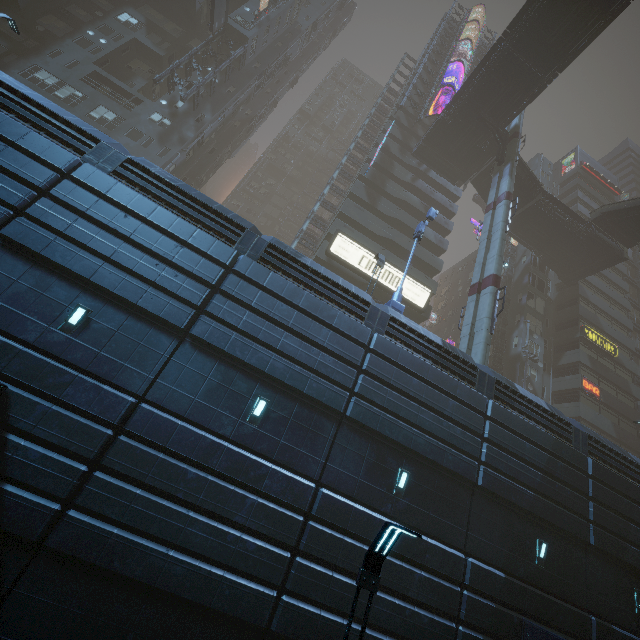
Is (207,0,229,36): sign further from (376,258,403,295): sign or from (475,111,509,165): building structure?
(475,111,509,165): building structure

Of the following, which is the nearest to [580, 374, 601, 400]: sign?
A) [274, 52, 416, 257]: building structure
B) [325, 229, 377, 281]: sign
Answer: [325, 229, 377, 281]: sign

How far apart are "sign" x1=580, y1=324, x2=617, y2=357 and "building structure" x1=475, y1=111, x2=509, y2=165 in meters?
19.4

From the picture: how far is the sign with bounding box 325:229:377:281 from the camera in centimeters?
2788cm

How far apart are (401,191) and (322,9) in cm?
3411

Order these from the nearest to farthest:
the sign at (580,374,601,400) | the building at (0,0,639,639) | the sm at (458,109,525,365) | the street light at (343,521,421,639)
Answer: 1. the street light at (343,521,421,639)
2. the building at (0,0,639,639)
3. the sm at (458,109,525,365)
4. the sign at (580,374,601,400)

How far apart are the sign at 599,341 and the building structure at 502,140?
19.39m

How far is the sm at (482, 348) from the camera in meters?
19.4 m
